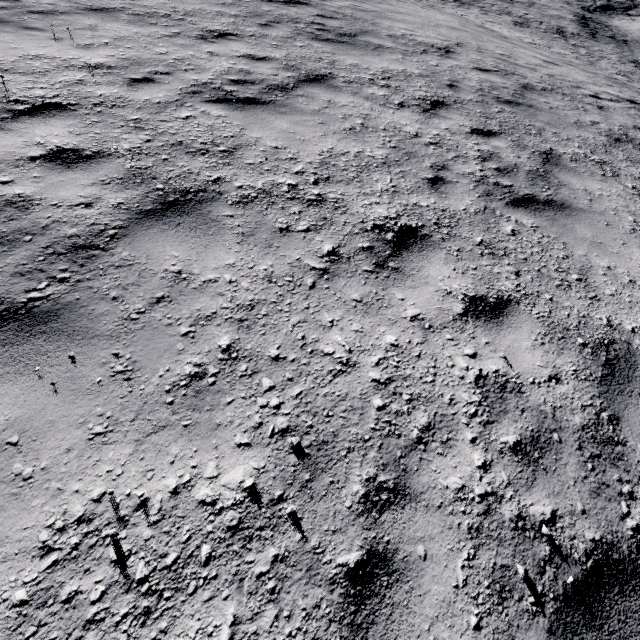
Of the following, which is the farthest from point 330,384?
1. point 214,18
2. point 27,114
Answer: point 214,18
